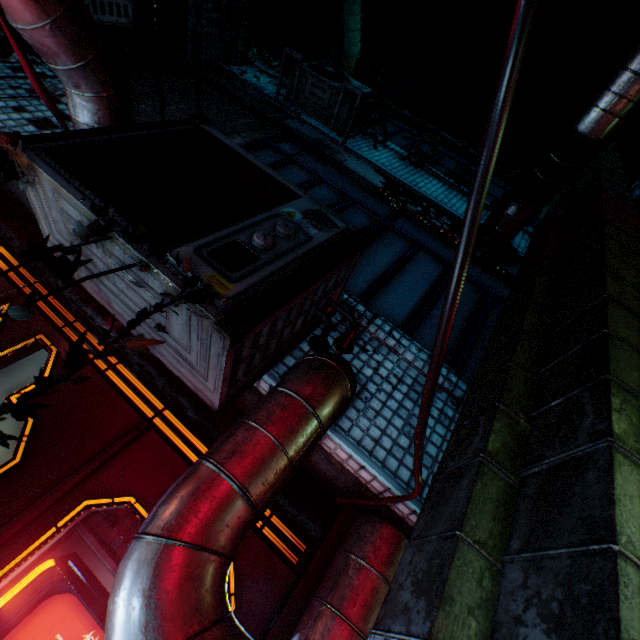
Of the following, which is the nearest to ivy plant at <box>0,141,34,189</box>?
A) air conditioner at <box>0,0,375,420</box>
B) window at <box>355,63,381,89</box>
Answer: air conditioner at <box>0,0,375,420</box>

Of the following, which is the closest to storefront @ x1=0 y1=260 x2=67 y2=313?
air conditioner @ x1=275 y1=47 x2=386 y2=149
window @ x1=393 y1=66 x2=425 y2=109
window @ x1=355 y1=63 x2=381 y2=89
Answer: air conditioner @ x1=275 y1=47 x2=386 y2=149

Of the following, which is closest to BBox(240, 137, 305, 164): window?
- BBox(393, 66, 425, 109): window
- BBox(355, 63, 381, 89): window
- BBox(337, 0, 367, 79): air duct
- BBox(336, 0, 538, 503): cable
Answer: BBox(336, 0, 538, 503): cable

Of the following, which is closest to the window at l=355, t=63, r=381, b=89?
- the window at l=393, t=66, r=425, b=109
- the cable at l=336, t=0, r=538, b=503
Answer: the window at l=393, t=66, r=425, b=109

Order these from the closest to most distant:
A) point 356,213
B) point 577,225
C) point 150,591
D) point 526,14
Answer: point 526,14 → point 150,591 → point 577,225 → point 356,213

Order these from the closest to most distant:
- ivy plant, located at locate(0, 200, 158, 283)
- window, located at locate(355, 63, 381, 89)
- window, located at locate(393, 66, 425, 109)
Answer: ivy plant, located at locate(0, 200, 158, 283)
window, located at locate(355, 63, 381, 89)
window, located at locate(393, 66, 425, 109)

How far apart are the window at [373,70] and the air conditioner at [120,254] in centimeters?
658cm

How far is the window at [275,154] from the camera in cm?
325
